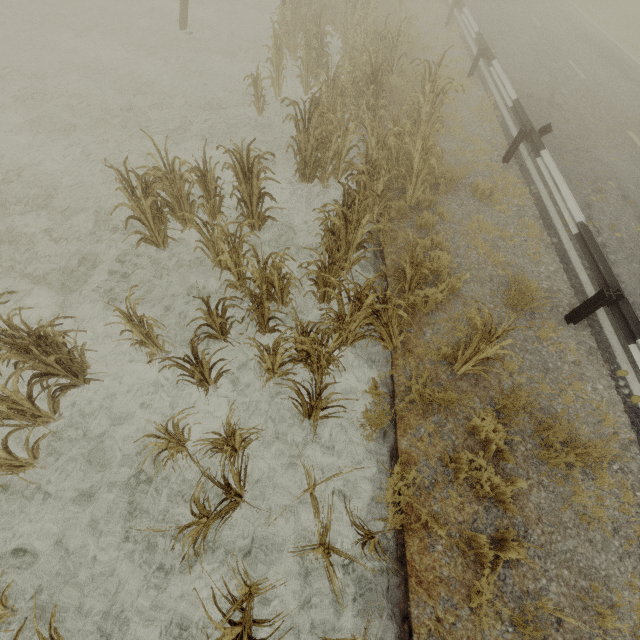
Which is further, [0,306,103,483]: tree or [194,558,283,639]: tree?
[0,306,103,483]: tree

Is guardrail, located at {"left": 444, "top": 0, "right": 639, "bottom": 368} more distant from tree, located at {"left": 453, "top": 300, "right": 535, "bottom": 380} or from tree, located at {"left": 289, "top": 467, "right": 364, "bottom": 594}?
tree, located at {"left": 289, "top": 467, "right": 364, "bottom": 594}

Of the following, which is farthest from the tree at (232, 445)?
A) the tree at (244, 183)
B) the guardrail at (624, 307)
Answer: the guardrail at (624, 307)

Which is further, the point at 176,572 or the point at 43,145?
the point at 43,145

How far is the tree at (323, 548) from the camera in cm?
292

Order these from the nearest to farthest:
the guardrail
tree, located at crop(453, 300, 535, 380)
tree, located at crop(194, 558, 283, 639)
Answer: tree, located at crop(194, 558, 283, 639) < tree, located at crop(453, 300, 535, 380) < the guardrail

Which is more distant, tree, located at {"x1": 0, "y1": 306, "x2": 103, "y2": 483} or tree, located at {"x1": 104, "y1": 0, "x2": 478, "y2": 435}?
tree, located at {"x1": 104, "y1": 0, "x2": 478, "y2": 435}
